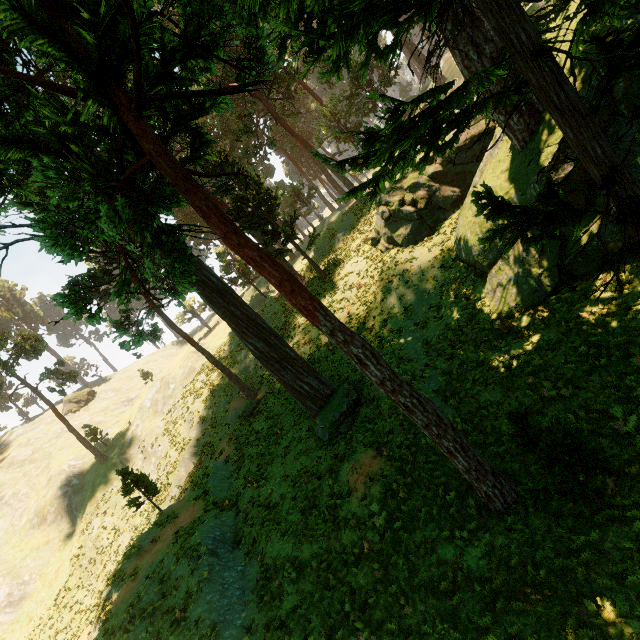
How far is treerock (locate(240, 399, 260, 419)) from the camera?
22.6 meters

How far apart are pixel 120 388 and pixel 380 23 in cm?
6763

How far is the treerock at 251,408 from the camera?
22.6m

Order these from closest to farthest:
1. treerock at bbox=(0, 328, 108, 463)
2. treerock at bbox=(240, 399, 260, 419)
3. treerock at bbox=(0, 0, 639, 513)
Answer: treerock at bbox=(0, 0, 639, 513) < treerock at bbox=(240, 399, 260, 419) < treerock at bbox=(0, 328, 108, 463)

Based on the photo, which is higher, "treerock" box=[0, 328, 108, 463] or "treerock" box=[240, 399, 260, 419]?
"treerock" box=[0, 328, 108, 463]

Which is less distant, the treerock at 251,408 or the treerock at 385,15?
the treerock at 385,15

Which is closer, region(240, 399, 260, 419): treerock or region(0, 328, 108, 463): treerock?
region(240, 399, 260, 419): treerock
